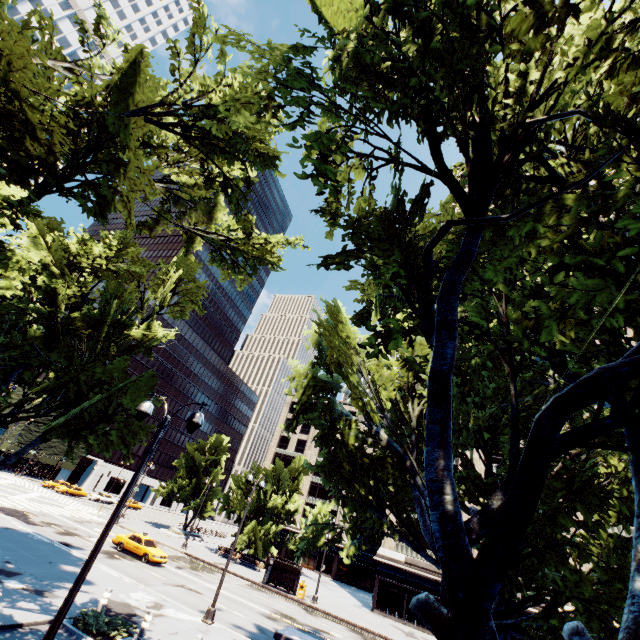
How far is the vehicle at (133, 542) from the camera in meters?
25.9 m

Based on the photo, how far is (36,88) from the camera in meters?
10.5 m

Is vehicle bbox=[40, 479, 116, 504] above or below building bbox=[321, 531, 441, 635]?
below

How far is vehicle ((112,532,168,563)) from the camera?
25.9m

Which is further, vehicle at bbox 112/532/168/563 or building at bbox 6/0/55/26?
building at bbox 6/0/55/26

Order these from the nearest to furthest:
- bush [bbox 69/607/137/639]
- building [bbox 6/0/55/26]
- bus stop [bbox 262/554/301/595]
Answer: bush [bbox 69/607/137/639], bus stop [bbox 262/554/301/595], building [bbox 6/0/55/26]

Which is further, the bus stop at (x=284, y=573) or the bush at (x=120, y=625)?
the bus stop at (x=284, y=573)

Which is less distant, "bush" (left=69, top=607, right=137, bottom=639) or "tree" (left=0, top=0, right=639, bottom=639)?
"tree" (left=0, top=0, right=639, bottom=639)
